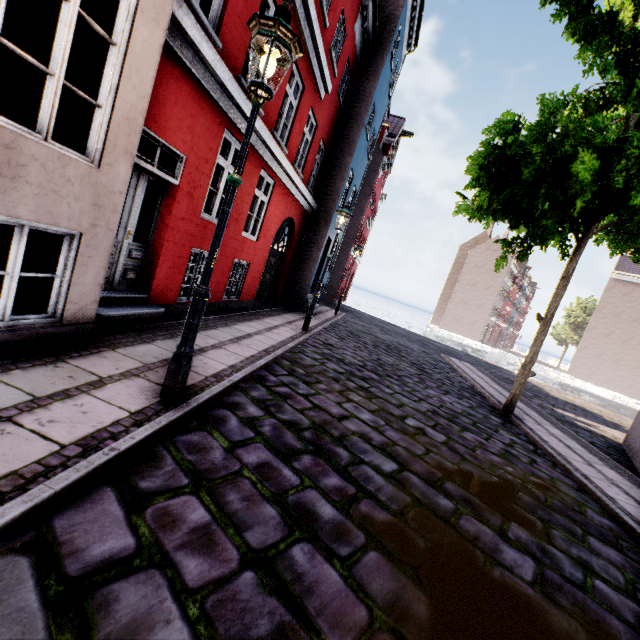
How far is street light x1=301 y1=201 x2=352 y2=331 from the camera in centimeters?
919cm

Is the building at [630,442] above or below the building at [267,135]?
below

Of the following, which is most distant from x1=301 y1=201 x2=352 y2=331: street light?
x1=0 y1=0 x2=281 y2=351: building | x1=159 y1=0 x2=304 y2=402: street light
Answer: x1=159 y1=0 x2=304 y2=402: street light

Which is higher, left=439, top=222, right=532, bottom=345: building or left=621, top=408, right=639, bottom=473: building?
left=439, top=222, right=532, bottom=345: building

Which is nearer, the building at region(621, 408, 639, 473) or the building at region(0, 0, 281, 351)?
the building at region(0, 0, 281, 351)

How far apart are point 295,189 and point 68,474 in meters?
10.2
